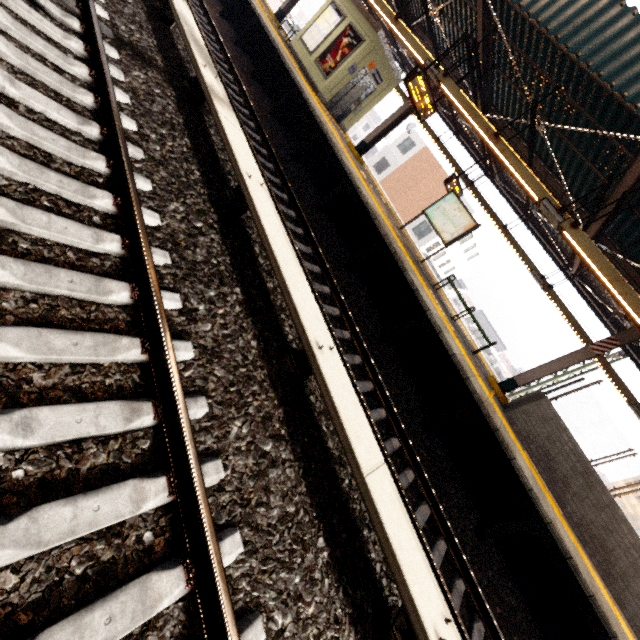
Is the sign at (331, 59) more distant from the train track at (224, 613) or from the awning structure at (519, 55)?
the train track at (224, 613)

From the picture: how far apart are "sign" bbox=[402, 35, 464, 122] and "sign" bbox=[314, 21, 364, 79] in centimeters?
476cm

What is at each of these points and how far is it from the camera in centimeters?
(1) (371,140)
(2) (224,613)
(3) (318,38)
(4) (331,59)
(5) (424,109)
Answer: (1) awning structure, 1198cm
(2) train track, 179cm
(3) sign, 1262cm
(4) sign, 1212cm
(5) sign, 884cm

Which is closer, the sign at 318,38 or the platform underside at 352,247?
the platform underside at 352,247

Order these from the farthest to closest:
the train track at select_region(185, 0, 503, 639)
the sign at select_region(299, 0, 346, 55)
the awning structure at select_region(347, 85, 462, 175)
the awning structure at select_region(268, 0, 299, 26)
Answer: the awning structure at select_region(268, 0, 299, 26) < the sign at select_region(299, 0, 346, 55) < the awning structure at select_region(347, 85, 462, 175) < the train track at select_region(185, 0, 503, 639)

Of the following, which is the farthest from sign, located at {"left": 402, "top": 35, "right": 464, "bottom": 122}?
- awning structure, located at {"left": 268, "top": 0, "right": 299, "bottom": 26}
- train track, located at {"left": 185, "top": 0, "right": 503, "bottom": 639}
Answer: train track, located at {"left": 185, "top": 0, "right": 503, "bottom": 639}

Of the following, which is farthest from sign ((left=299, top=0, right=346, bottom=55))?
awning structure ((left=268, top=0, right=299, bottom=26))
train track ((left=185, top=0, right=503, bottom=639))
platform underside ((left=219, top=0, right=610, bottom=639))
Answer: train track ((left=185, top=0, right=503, bottom=639))

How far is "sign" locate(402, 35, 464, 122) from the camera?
7.8m
